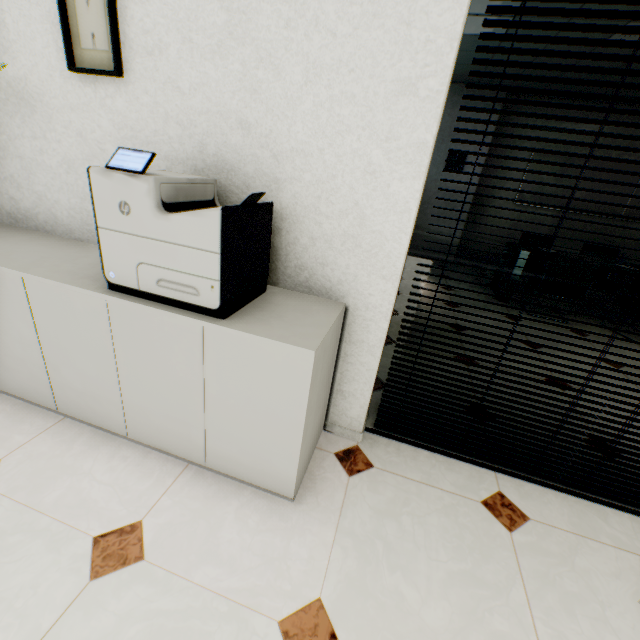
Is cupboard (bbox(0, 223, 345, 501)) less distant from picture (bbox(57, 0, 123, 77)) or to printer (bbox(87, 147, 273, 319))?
printer (bbox(87, 147, 273, 319))

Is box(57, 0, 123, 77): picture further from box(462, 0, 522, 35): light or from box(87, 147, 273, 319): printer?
box(462, 0, 522, 35): light

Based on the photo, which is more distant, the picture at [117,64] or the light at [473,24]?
the light at [473,24]

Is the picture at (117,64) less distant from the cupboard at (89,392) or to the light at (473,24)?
the cupboard at (89,392)

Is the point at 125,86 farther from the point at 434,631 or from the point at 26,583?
the point at 434,631

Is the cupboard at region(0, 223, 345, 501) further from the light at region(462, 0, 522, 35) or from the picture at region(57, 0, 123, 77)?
the light at region(462, 0, 522, 35)

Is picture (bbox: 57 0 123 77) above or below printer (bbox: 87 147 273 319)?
above

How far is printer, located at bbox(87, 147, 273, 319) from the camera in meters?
1.1 m
